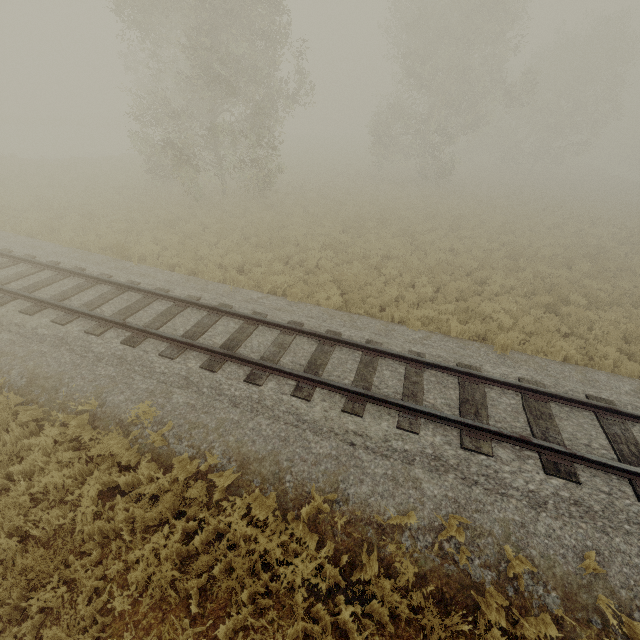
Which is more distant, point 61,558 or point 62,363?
point 62,363
